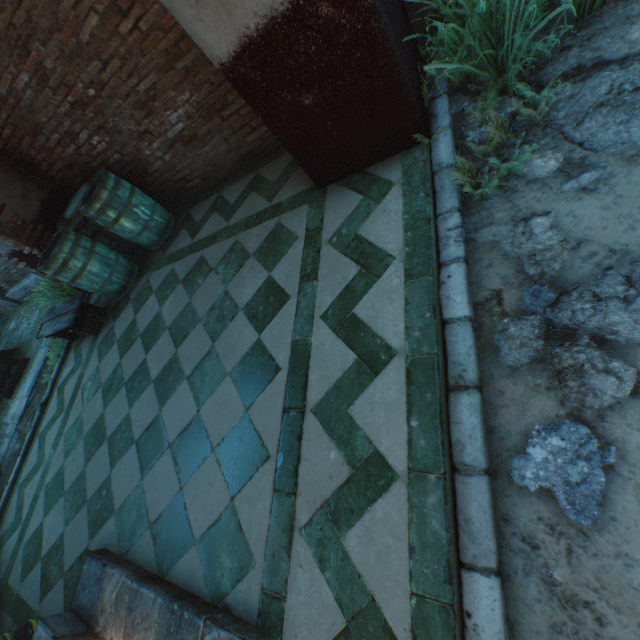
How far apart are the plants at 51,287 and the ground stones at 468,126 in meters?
5.9

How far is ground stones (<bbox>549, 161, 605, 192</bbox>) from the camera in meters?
1.7

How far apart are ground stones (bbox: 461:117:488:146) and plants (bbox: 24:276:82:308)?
5.9 meters

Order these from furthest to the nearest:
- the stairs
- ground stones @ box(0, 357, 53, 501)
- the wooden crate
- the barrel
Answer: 1. the wooden crate
2. ground stones @ box(0, 357, 53, 501)
3. the barrel
4. the stairs

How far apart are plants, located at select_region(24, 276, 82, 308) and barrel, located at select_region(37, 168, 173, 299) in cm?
69

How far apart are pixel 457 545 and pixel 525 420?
0.66m

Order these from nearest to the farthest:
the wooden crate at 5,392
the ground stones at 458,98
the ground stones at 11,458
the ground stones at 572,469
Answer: the ground stones at 572,469
the ground stones at 458,98
the ground stones at 11,458
the wooden crate at 5,392

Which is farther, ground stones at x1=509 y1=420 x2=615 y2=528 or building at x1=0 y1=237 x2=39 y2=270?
building at x1=0 y1=237 x2=39 y2=270
